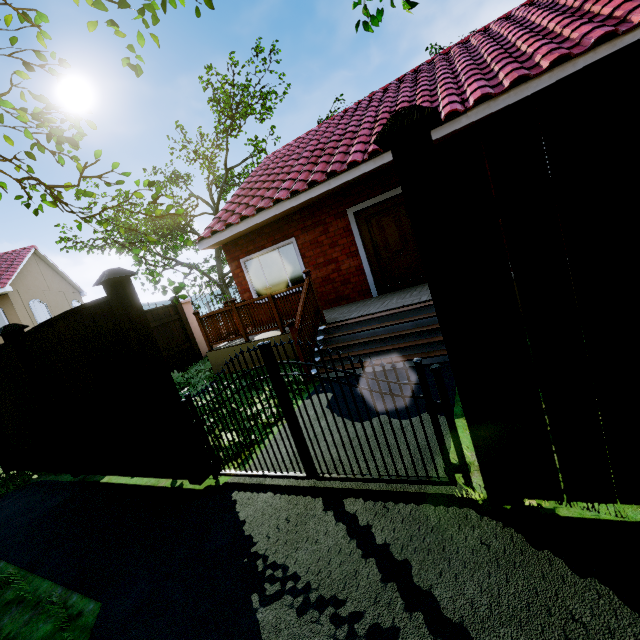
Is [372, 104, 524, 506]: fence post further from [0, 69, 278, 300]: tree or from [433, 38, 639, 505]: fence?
[0, 69, 278, 300]: tree

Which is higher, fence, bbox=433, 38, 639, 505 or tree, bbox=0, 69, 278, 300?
tree, bbox=0, 69, 278, 300

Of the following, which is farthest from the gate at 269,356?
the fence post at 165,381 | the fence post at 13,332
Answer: the fence post at 13,332

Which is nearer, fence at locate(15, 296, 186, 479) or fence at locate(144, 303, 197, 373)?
fence at locate(15, 296, 186, 479)

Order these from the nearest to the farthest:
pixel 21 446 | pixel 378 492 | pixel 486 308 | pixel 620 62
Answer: pixel 620 62
pixel 486 308
pixel 378 492
pixel 21 446

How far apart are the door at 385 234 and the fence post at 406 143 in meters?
5.4 m

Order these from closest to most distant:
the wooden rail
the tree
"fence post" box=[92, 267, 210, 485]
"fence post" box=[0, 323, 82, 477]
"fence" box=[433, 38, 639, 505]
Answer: "fence" box=[433, 38, 639, 505] → the tree → "fence post" box=[92, 267, 210, 485] → "fence post" box=[0, 323, 82, 477] → the wooden rail

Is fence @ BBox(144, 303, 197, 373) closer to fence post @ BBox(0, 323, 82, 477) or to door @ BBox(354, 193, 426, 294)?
fence post @ BBox(0, 323, 82, 477)
